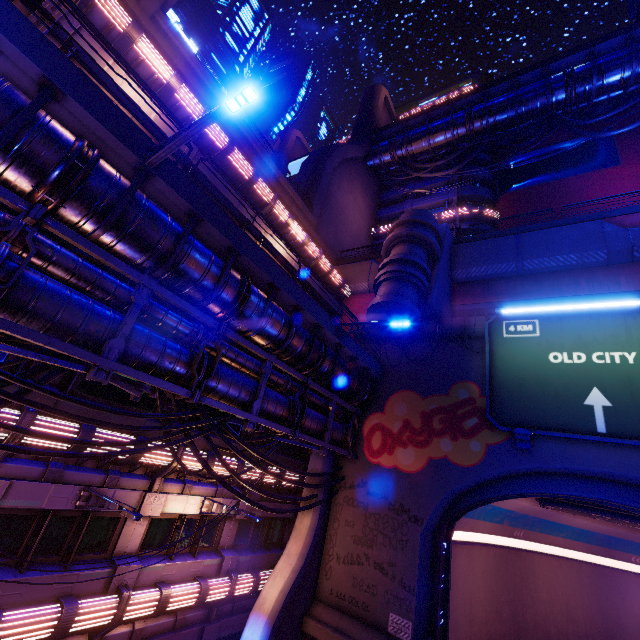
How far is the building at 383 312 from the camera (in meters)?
15.63

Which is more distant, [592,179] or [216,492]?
[592,179]

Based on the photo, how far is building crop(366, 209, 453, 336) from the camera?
15.63m

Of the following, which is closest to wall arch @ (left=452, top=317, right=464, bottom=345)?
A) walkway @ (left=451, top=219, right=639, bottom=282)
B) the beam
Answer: walkway @ (left=451, top=219, right=639, bottom=282)

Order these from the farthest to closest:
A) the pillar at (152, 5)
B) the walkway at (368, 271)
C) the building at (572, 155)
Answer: the building at (572, 155), the walkway at (368, 271), the pillar at (152, 5)

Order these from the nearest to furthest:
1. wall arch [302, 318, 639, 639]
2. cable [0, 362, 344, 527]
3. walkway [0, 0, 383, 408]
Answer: walkway [0, 0, 383, 408] < cable [0, 362, 344, 527] < wall arch [302, 318, 639, 639]

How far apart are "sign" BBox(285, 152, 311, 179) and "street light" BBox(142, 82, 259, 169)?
36.5 meters

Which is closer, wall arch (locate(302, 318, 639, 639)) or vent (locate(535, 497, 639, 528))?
wall arch (locate(302, 318, 639, 639))
